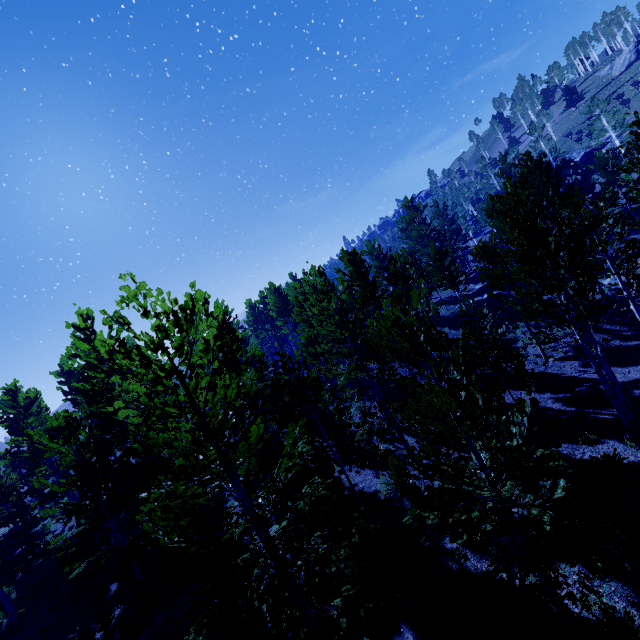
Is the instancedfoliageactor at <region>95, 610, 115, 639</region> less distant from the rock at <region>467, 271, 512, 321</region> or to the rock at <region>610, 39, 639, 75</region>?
the rock at <region>467, 271, 512, 321</region>

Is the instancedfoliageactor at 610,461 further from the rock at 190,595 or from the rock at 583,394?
the rock at 583,394

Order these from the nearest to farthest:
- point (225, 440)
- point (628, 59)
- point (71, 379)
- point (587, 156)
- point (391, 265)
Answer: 1. point (225, 440)
2. point (391, 265)
3. point (71, 379)
4. point (587, 156)
5. point (628, 59)

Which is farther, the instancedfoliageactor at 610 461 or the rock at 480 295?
the rock at 480 295

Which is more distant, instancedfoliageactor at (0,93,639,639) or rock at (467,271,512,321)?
rock at (467,271,512,321)

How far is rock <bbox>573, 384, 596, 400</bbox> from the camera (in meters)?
13.59

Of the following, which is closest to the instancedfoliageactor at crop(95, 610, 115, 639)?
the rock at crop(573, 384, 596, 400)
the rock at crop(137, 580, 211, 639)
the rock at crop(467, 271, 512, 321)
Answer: the rock at crop(467, 271, 512, 321)

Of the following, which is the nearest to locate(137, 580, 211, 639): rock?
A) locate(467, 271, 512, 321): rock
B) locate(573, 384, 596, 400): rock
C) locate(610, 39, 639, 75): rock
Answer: locate(573, 384, 596, 400): rock
